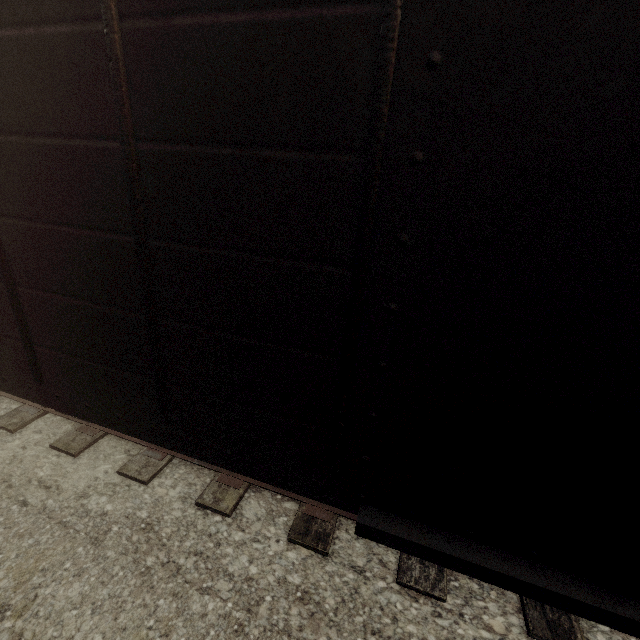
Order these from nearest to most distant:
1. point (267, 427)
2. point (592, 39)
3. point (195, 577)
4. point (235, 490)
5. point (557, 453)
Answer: point (592, 39) → point (557, 453) → point (267, 427) → point (195, 577) → point (235, 490)
